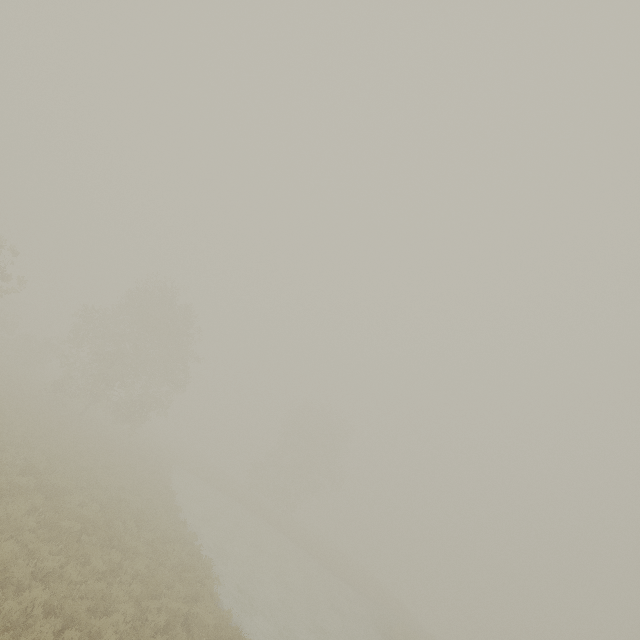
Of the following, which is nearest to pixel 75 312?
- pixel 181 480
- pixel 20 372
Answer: pixel 20 372
